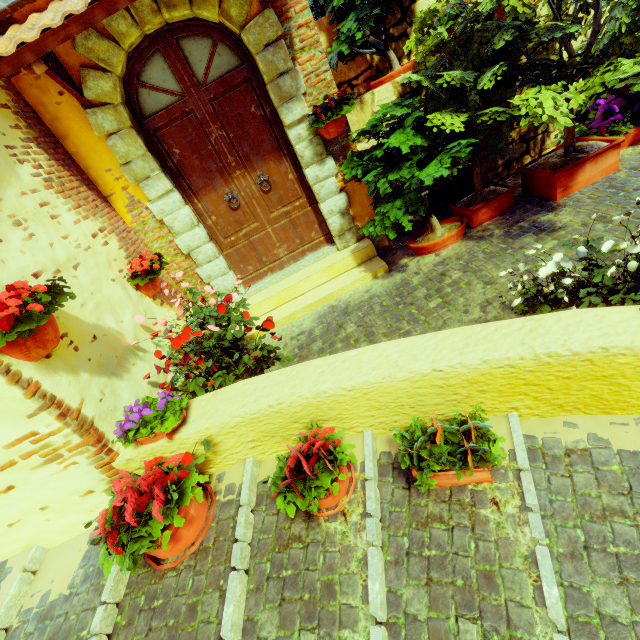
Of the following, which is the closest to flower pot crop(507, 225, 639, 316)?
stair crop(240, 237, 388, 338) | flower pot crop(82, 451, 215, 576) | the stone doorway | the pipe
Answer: the stone doorway

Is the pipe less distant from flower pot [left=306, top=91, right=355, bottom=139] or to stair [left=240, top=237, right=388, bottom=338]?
flower pot [left=306, top=91, right=355, bottom=139]

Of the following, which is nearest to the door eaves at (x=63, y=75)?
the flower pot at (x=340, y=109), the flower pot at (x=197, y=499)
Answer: the flower pot at (x=340, y=109)

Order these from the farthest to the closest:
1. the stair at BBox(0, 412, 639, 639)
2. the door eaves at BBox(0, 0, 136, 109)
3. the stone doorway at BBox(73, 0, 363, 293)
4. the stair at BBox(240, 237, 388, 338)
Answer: the stair at BBox(240, 237, 388, 338) → the stone doorway at BBox(73, 0, 363, 293) → the door eaves at BBox(0, 0, 136, 109) → the stair at BBox(0, 412, 639, 639)

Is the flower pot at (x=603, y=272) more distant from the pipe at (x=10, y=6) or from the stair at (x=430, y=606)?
the pipe at (x=10, y=6)

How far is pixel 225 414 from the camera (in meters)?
2.16

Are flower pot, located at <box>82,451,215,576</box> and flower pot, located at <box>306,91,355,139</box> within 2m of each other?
no

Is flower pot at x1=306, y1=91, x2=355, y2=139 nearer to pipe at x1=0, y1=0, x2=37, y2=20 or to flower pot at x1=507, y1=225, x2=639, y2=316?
flower pot at x1=507, y1=225, x2=639, y2=316
